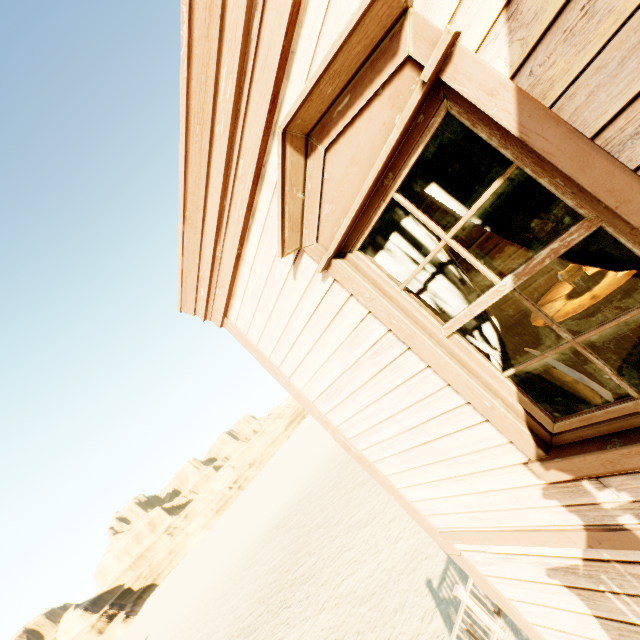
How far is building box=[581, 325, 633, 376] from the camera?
2.90m

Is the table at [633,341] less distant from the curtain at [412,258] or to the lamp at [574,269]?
the lamp at [574,269]

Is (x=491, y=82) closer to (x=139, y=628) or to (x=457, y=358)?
(x=457, y=358)

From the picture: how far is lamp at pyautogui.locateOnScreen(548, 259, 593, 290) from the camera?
2.6 meters

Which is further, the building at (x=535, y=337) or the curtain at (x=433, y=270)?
the building at (x=535, y=337)

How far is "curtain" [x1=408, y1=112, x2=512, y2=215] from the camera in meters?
1.5 m

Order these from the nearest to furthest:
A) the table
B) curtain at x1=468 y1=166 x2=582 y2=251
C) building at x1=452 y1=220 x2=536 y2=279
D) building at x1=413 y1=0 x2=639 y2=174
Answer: building at x1=413 y1=0 x2=639 y2=174 < curtain at x1=468 y1=166 x2=582 y2=251 < the table < building at x1=452 y1=220 x2=536 y2=279
